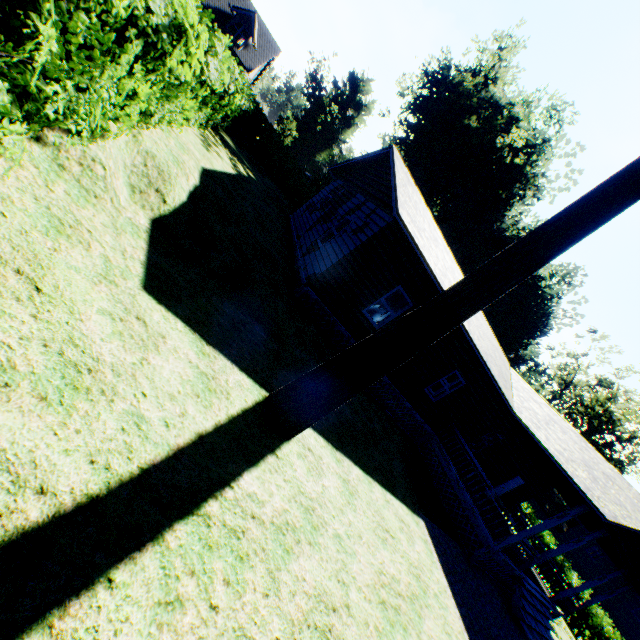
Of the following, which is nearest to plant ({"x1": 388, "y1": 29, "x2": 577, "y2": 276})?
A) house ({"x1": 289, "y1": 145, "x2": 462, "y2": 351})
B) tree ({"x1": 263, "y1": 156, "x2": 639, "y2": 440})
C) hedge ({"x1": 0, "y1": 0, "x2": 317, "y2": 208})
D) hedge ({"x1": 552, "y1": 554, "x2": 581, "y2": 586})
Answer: house ({"x1": 289, "y1": 145, "x2": 462, "y2": 351})

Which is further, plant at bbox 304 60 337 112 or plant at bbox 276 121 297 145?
plant at bbox 304 60 337 112

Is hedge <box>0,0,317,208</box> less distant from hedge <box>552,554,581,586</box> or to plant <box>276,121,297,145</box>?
plant <box>276,121,297,145</box>

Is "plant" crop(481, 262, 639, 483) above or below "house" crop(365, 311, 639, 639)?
above

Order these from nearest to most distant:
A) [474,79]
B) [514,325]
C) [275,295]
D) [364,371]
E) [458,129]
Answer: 1. [364,371]
2. [275,295]
3. [458,129]
4. [474,79]
5. [514,325]

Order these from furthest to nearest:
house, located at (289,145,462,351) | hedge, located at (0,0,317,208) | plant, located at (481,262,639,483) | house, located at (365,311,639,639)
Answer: plant, located at (481,262,639,483)
house, located at (365,311,639,639)
house, located at (289,145,462,351)
hedge, located at (0,0,317,208)

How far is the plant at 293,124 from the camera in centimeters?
4132cm

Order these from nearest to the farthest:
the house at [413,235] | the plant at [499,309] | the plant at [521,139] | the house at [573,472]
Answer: the house at [413,235] < the house at [573,472] < the plant at [521,139] < the plant at [499,309]
